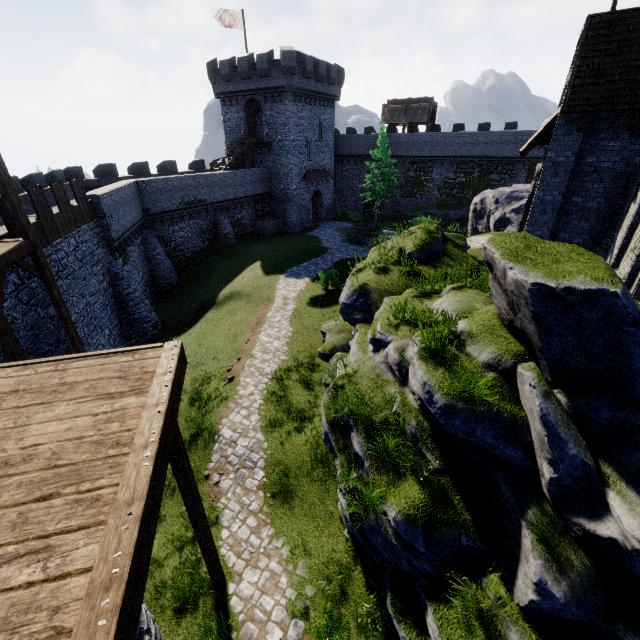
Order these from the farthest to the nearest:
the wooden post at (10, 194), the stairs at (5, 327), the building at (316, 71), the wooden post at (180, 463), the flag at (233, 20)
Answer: the building at (316, 71)
the flag at (233, 20)
the wooden post at (10, 194)
the stairs at (5, 327)
the wooden post at (180, 463)

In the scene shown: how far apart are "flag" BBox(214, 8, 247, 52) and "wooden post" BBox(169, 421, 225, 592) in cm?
4069

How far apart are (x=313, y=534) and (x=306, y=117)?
39.3m

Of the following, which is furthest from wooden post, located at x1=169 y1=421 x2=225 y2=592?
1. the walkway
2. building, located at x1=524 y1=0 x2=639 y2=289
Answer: building, located at x1=524 y1=0 x2=639 y2=289

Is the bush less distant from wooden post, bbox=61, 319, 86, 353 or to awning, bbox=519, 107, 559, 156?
awning, bbox=519, 107, 559, 156

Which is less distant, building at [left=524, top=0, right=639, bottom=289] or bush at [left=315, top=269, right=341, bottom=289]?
building at [left=524, top=0, right=639, bottom=289]

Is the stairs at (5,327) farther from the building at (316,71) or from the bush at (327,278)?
the building at (316,71)

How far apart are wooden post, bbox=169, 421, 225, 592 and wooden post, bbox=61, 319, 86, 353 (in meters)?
9.32
